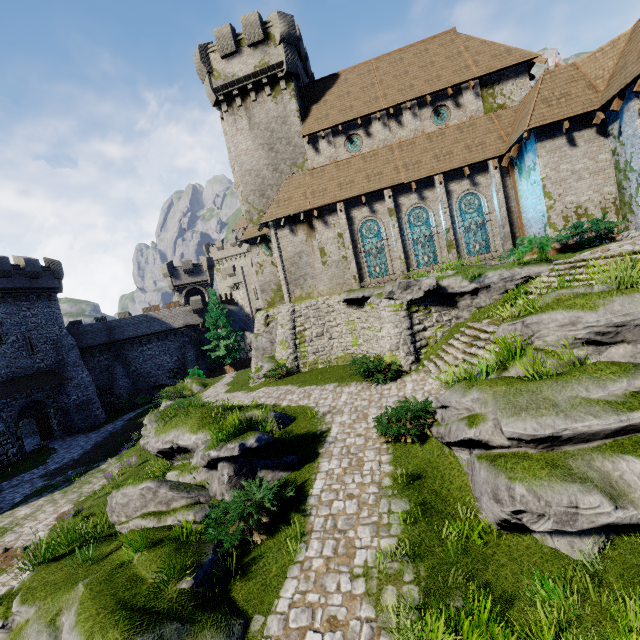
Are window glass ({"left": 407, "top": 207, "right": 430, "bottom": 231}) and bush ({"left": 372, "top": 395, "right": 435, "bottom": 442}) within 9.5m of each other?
no

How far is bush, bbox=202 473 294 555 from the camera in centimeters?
676cm

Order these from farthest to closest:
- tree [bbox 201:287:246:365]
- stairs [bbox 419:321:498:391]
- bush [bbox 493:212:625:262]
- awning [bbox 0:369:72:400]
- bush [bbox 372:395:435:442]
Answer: tree [bbox 201:287:246:365] < awning [bbox 0:369:72:400] < bush [bbox 493:212:625:262] < stairs [bbox 419:321:498:391] < bush [bbox 372:395:435:442]

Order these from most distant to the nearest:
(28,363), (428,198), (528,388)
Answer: (28,363)
(428,198)
(528,388)

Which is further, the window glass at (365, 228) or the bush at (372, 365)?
the window glass at (365, 228)

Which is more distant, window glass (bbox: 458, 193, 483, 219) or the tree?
the tree

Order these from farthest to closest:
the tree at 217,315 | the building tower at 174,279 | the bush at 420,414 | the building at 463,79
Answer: the building tower at 174,279 < the tree at 217,315 < the building at 463,79 < the bush at 420,414

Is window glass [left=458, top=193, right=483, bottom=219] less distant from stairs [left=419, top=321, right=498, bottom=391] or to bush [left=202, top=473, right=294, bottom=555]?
stairs [left=419, top=321, right=498, bottom=391]
